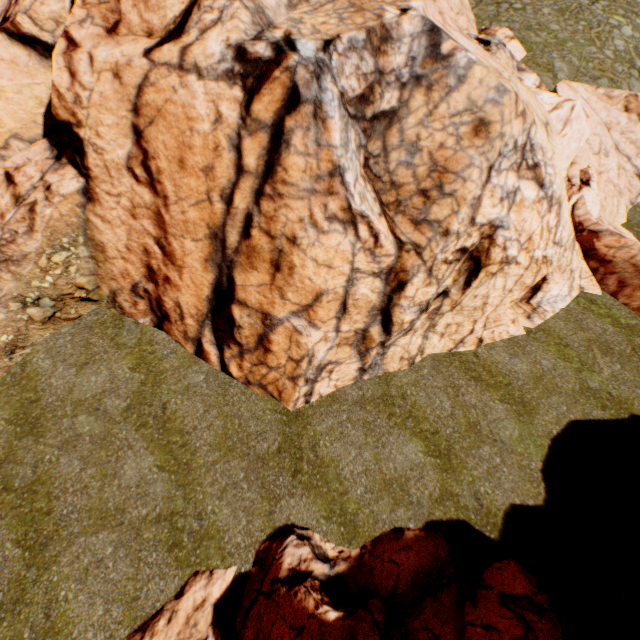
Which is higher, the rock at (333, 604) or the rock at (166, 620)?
the rock at (333, 604)

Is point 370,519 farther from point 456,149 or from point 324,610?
point 456,149

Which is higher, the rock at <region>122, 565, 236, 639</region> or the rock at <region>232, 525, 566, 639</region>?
the rock at <region>232, 525, 566, 639</region>

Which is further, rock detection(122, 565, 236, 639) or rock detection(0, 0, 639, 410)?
rock detection(0, 0, 639, 410)
